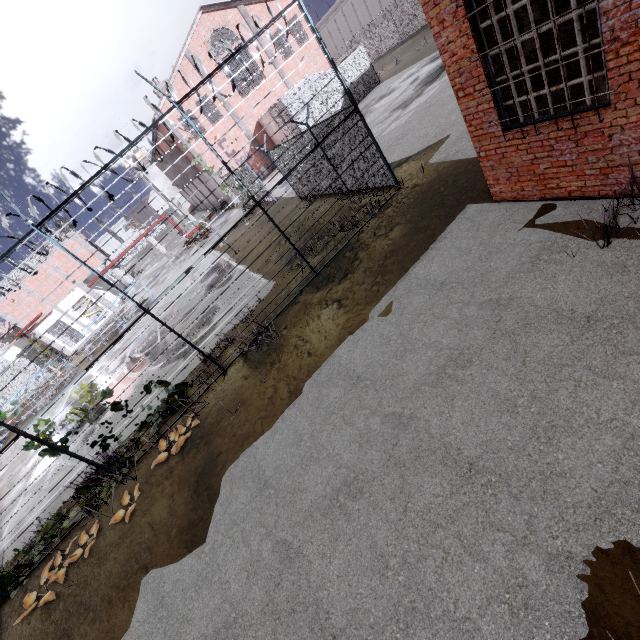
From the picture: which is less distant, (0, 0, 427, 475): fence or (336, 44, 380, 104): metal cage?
(0, 0, 427, 475): fence

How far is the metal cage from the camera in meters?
25.6 m

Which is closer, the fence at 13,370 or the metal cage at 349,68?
the fence at 13,370

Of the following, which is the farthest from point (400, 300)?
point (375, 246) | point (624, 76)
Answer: point (624, 76)
